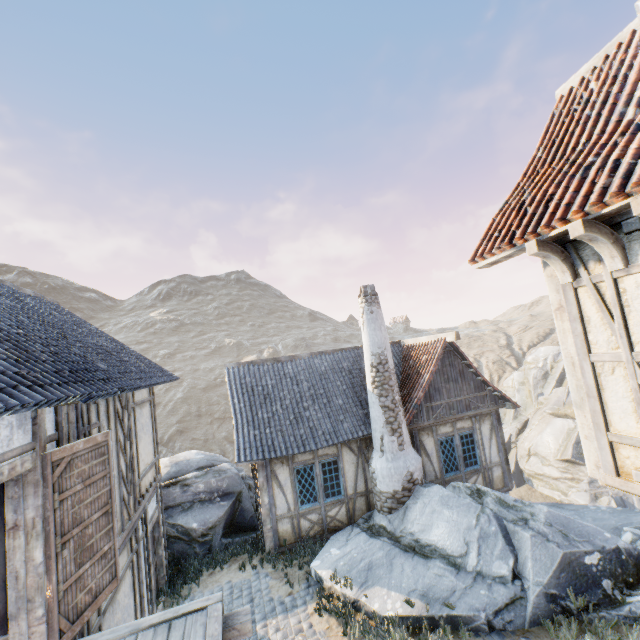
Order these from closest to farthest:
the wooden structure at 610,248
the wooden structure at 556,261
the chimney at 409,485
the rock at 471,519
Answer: the wooden structure at 610,248, the wooden structure at 556,261, the rock at 471,519, the chimney at 409,485

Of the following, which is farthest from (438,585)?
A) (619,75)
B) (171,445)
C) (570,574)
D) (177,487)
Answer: (171,445)

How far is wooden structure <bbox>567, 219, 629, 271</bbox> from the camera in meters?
3.3

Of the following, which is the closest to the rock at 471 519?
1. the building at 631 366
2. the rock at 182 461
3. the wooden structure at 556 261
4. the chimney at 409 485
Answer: the chimney at 409 485

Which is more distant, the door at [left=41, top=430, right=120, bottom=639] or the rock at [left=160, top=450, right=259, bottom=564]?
the rock at [left=160, top=450, right=259, bottom=564]

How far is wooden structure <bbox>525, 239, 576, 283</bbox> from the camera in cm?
380

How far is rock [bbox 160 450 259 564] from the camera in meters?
10.4 m

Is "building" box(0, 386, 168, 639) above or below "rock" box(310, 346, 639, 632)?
above
